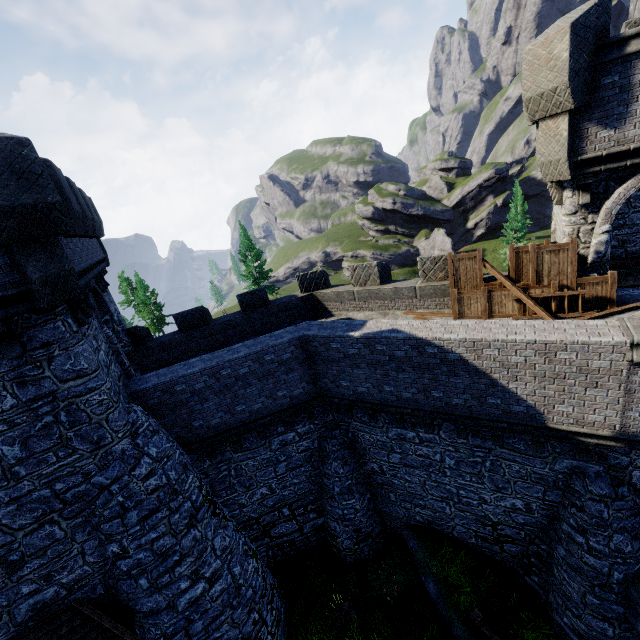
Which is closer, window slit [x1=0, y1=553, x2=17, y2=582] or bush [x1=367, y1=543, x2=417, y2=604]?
window slit [x1=0, y1=553, x2=17, y2=582]

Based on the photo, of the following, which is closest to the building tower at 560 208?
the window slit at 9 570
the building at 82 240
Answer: the building at 82 240

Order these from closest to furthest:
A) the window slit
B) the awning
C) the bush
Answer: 1. the window slit
2. the awning
3. the bush

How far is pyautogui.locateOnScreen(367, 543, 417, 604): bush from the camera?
12.3 meters

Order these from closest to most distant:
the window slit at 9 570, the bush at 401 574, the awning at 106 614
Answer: the window slit at 9 570, the awning at 106 614, the bush at 401 574

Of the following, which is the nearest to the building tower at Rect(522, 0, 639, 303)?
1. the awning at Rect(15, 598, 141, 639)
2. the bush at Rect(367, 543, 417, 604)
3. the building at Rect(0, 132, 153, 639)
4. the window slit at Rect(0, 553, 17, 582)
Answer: the bush at Rect(367, 543, 417, 604)

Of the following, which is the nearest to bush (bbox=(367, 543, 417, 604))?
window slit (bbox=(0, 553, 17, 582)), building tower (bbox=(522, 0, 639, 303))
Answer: building tower (bbox=(522, 0, 639, 303))

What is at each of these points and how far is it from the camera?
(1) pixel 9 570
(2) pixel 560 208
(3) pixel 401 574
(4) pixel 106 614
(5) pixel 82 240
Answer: (1) window slit, 7.68m
(2) building tower, 10.72m
(3) bush, 12.38m
(4) awning, 8.66m
(5) building, 10.91m
